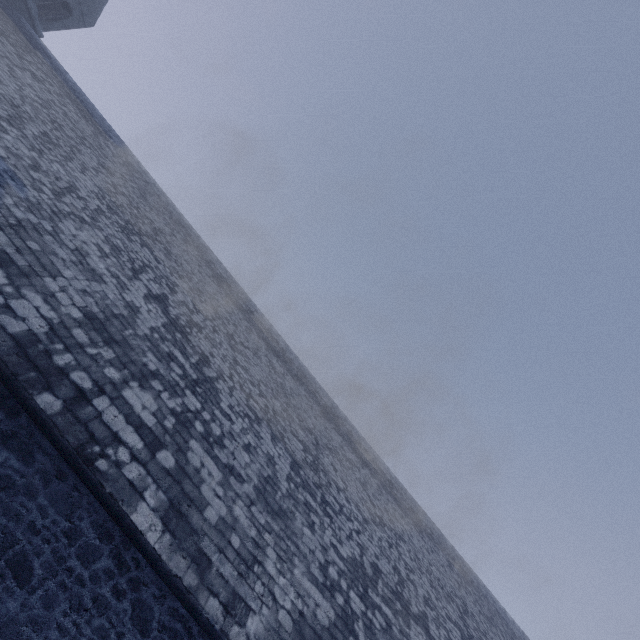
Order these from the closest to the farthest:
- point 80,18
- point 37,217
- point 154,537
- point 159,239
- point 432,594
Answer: point 154,537, point 37,217, point 432,594, point 159,239, point 80,18
